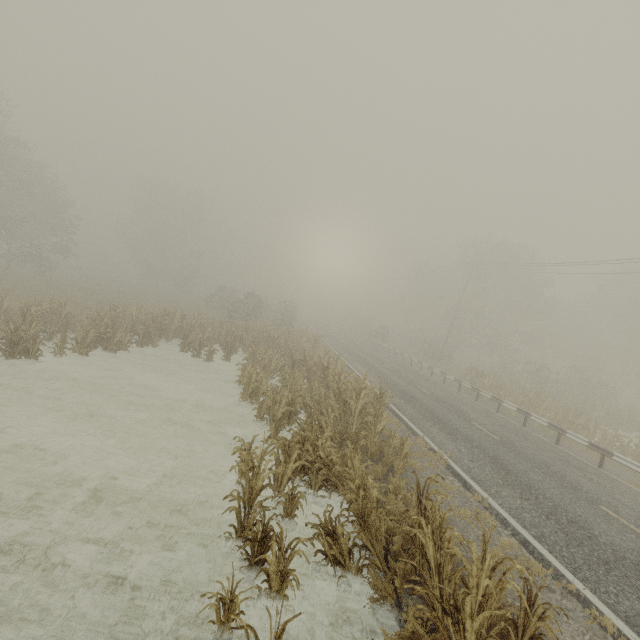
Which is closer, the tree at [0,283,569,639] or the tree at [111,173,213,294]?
the tree at [0,283,569,639]

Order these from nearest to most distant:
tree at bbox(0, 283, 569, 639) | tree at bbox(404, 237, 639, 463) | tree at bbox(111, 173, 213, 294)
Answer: tree at bbox(0, 283, 569, 639)
tree at bbox(404, 237, 639, 463)
tree at bbox(111, 173, 213, 294)

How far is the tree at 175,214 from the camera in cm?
4772

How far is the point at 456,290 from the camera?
47.7m

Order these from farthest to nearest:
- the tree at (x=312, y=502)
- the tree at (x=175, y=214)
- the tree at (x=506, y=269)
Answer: the tree at (x=175, y=214) → the tree at (x=506, y=269) → the tree at (x=312, y=502)

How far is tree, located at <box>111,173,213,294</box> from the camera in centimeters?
4772cm

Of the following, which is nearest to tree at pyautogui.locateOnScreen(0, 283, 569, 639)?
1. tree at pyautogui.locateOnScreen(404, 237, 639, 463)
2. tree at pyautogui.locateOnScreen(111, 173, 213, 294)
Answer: tree at pyautogui.locateOnScreen(404, 237, 639, 463)
